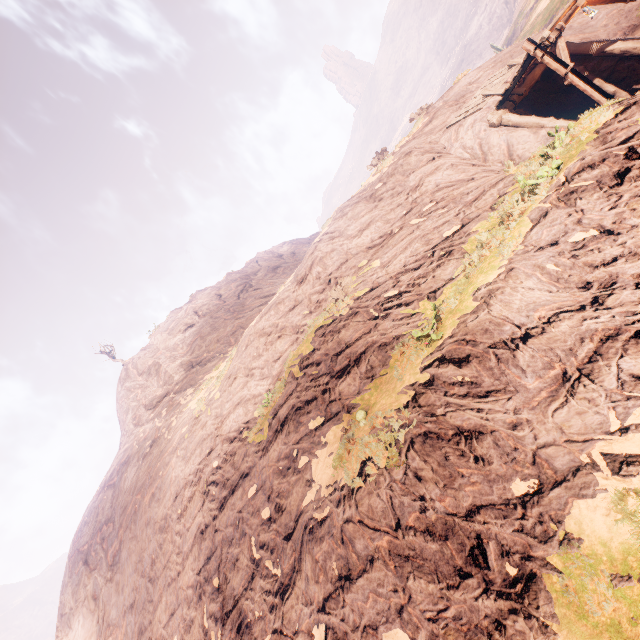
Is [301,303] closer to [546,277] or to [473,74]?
[546,277]
